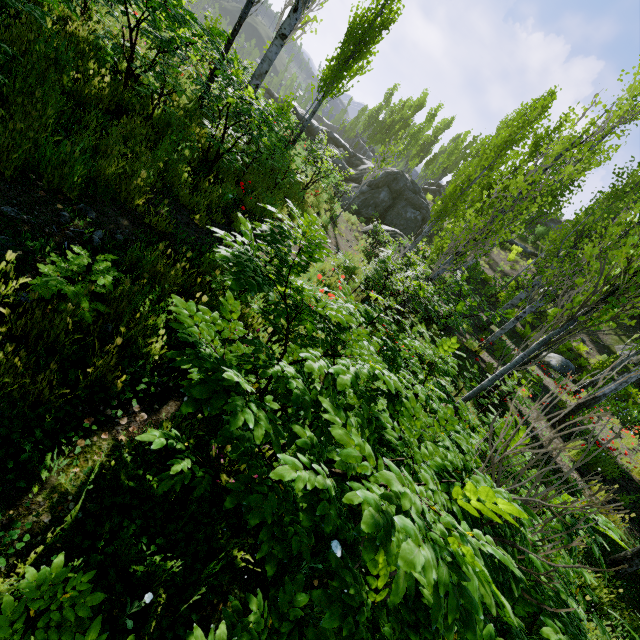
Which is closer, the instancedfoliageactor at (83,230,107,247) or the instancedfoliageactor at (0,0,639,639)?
the instancedfoliageactor at (0,0,639,639)

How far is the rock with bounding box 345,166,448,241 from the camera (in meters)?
25.31

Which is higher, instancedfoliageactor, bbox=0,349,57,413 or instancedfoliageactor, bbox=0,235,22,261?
instancedfoliageactor, bbox=0,235,22,261

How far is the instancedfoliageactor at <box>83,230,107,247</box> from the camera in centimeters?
310cm

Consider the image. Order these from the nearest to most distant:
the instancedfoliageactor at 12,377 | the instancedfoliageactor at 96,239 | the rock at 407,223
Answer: the instancedfoliageactor at 12,377
the instancedfoliageactor at 96,239
the rock at 407,223

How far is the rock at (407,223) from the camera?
25.3m

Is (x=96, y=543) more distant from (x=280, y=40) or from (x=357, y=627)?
(x=280, y=40)

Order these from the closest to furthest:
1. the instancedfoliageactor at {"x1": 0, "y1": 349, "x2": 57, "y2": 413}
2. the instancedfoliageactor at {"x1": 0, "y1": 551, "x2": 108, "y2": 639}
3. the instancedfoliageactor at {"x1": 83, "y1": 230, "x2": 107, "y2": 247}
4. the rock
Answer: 1. the instancedfoliageactor at {"x1": 0, "y1": 551, "x2": 108, "y2": 639}
2. the instancedfoliageactor at {"x1": 0, "y1": 349, "x2": 57, "y2": 413}
3. the instancedfoliageactor at {"x1": 83, "y1": 230, "x2": 107, "y2": 247}
4. the rock
